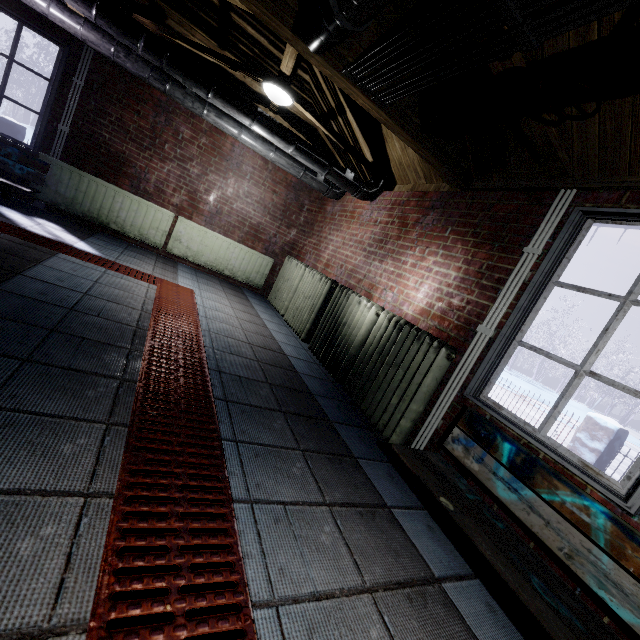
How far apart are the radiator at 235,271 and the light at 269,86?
2.1m

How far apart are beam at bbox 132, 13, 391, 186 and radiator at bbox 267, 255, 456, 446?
1.3m

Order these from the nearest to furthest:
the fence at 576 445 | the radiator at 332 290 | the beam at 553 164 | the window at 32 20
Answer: the beam at 553 164
the radiator at 332 290
the window at 32 20
the fence at 576 445

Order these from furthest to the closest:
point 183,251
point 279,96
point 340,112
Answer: point 183,251 < point 340,112 < point 279,96

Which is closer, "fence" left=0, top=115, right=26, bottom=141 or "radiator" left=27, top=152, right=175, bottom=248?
"radiator" left=27, top=152, right=175, bottom=248

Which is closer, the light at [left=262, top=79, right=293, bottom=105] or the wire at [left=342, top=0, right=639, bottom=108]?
the wire at [left=342, top=0, right=639, bottom=108]

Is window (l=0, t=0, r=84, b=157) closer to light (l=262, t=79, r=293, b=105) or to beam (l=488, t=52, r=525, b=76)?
light (l=262, t=79, r=293, b=105)

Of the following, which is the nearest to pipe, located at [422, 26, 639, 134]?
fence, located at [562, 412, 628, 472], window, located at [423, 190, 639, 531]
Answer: window, located at [423, 190, 639, 531]
